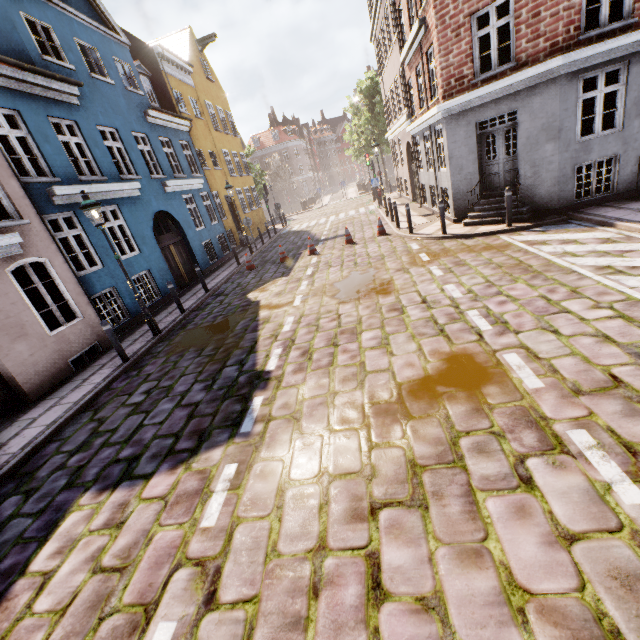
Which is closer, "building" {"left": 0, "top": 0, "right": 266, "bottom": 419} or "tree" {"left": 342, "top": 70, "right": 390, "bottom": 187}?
"building" {"left": 0, "top": 0, "right": 266, "bottom": 419}

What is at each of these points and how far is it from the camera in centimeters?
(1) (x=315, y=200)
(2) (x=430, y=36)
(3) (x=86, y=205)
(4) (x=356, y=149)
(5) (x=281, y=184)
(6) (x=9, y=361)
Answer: (1) bridge, 4406cm
(2) building, 1023cm
(3) street light, 763cm
(4) tree, 3338cm
(5) tree, 5541cm
(6) building, 696cm

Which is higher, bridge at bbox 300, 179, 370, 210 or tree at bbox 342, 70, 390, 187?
tree at bbox 342, 70, 390, 187

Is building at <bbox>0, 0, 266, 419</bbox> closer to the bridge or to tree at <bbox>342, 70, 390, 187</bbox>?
tree at <bbox>342, 70, 390, 187</bbox>

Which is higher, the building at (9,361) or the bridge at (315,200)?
the building at (9,361)

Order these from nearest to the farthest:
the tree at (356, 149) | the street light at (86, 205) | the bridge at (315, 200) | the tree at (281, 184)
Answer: the street light at (86, 205) → the tree at (356, 149) → the tree at (281, 184) → the bridge at (315, 200)

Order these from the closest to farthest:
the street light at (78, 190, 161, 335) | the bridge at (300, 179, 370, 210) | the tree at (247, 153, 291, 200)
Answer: the street light at (78, 190, 161, 335)
the tree at (247, 153, 291, 200)
the bridge at (300, 179, 370, 210)

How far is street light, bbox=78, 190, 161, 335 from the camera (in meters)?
→ 7.73
